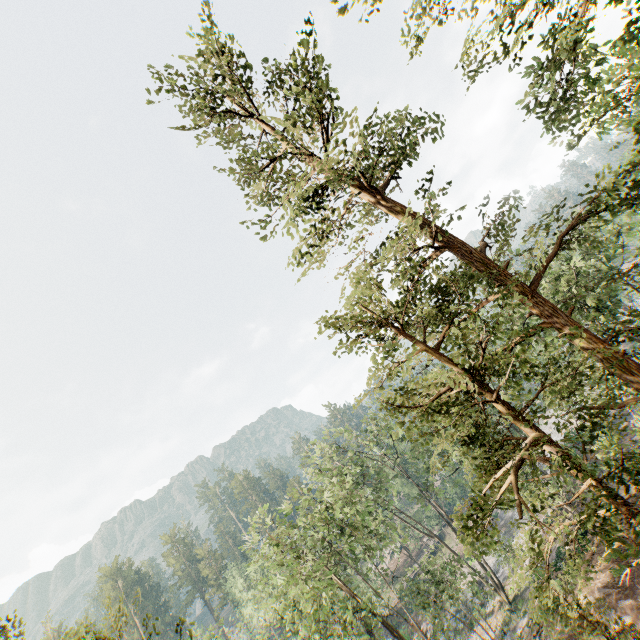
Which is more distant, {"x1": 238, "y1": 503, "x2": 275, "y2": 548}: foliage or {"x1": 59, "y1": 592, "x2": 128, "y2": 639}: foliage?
{"x1": 238, "y1": 503, "x2": 275, "y2": 548}: foliage

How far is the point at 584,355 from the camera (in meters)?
6.45

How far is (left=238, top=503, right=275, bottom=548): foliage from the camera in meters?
20.8

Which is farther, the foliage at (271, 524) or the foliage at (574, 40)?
the foliage at (271, 524)

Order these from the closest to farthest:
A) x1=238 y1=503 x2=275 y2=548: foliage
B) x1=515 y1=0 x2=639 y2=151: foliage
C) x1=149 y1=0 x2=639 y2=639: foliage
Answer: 1. x1=149 y1=0 x2=639 y2=639: foliage
2. x1=515 y1=0 x2=639 y2=151: foliage
3. x1=238 y1=503 x2=275 y2=548: foliage

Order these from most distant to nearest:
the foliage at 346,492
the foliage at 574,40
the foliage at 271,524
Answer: the foliage at 271,524
the foliage at 574,40
the foliage at 346,492
